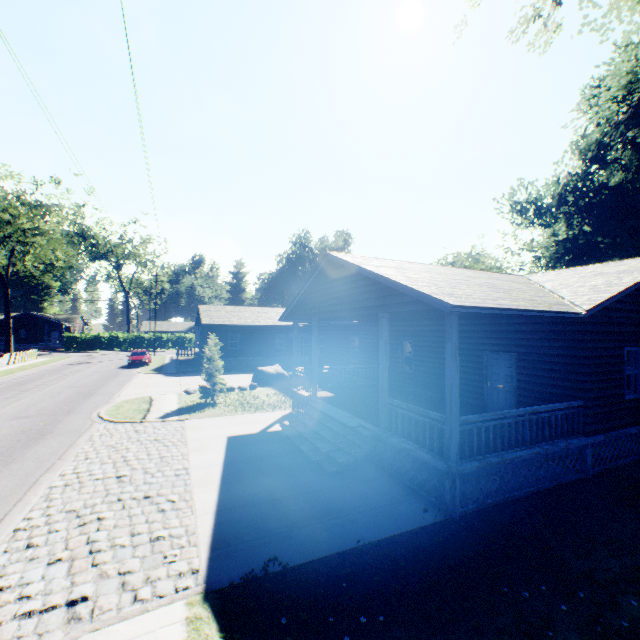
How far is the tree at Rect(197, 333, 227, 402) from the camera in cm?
1695

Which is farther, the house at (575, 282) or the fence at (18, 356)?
the fence at (18, 356)

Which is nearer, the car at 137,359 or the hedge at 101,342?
the car at 137,359

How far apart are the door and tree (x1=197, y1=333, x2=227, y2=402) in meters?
12.8 m

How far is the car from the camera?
31.89m

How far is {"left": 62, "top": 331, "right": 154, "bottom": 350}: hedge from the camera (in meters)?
53.91

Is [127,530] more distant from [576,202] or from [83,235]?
[83,235]

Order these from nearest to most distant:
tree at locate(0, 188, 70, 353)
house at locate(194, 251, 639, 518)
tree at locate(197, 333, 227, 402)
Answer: house at locate(194, 251, 639, 518)
tree at locate(197, 333, 227, 402)
tree at locate(0, 188, 70, 353)
